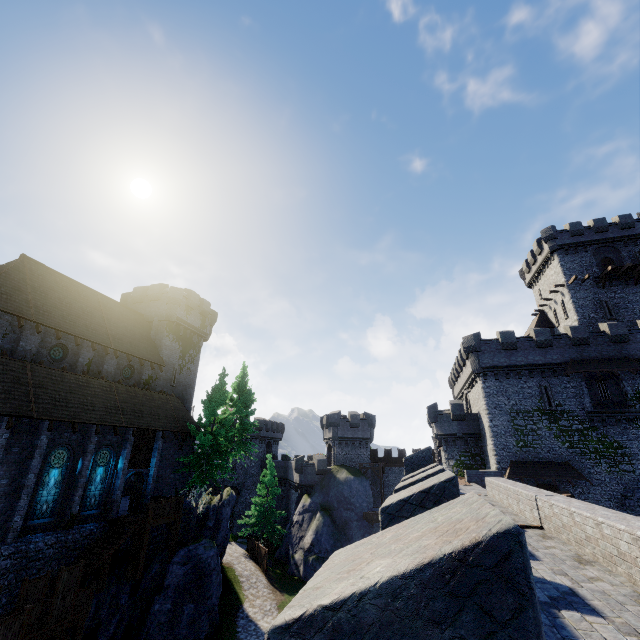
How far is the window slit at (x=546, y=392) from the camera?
29.1 meters

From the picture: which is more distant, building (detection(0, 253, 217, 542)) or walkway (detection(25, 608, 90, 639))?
building (detection(0, 253, 217, 542))

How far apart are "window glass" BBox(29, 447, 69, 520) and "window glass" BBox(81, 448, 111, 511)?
1.5 meters

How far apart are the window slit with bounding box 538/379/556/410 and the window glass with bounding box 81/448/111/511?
35.62m

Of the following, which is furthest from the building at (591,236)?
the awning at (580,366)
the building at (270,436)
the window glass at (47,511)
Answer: the window glass at (47,511)

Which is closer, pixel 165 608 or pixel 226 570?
pixel 165 608

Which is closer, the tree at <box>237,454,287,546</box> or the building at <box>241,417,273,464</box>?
the tree at <box>237,454,287,546</box>

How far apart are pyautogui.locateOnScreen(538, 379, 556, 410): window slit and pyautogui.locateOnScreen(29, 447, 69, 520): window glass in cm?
3702
